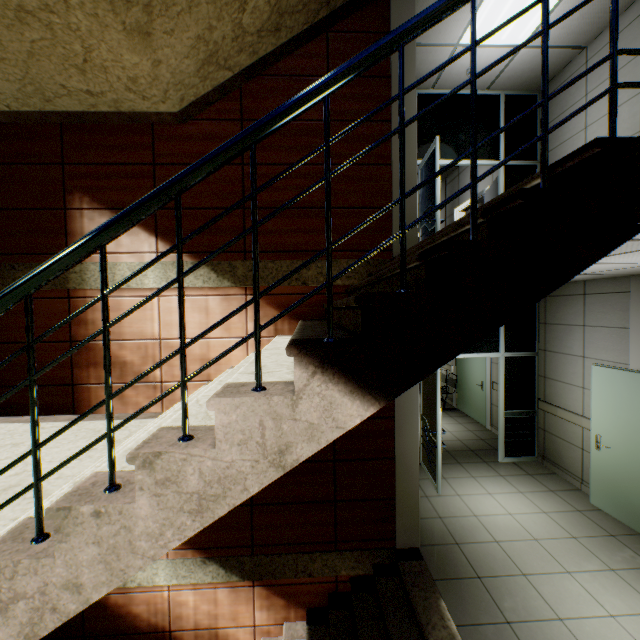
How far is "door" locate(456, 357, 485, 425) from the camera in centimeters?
780cm

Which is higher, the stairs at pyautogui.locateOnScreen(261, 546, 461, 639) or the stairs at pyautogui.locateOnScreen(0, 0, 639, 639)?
the stairs at pyautogui.locateOnScreen(0, 0, 639, 639)

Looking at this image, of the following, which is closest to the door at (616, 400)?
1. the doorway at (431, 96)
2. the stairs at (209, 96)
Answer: the doorway at (431, 96)

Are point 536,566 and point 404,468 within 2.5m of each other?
yes

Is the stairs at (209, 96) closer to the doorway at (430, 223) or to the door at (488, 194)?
the doorway at (430, 223)

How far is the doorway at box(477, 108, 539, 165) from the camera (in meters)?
5.80

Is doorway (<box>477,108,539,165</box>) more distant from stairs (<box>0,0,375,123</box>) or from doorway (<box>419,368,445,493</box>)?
stairs (<box>0,0,375,123</box>)

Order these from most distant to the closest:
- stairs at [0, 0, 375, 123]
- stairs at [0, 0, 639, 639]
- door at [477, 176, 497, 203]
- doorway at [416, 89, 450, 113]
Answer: door at [477, 176, 497, 203] → doorway at [416, 89, 450, 113] → stairs at [0, 0, 375, 123] → stairs at [0, 0, 639, 639]
